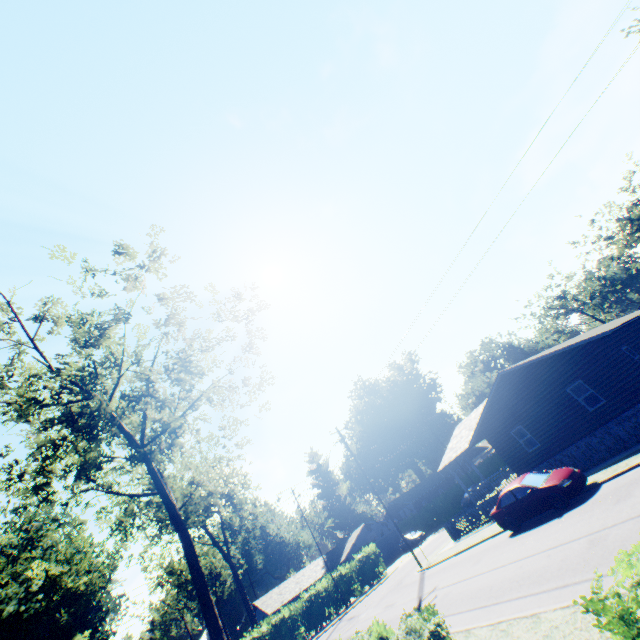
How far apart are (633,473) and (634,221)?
60.03m

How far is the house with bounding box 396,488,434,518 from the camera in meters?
57.4

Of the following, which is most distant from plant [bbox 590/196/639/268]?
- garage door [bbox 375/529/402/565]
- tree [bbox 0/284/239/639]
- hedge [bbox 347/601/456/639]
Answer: garage door [bbox 375/529/402/565]

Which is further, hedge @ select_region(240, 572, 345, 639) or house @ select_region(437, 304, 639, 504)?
hedge @ select_region(240, 572, 345, 639)

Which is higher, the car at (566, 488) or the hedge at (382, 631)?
the hedge at (382, 631)

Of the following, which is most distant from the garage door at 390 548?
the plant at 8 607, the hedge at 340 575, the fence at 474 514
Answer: the plant at 8 607

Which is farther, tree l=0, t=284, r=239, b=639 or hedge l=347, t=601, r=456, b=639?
tree l=0, t=284, r=239, b=639

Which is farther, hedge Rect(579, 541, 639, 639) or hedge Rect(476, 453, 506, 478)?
hedge Rect(476, 453, 506, 478)
